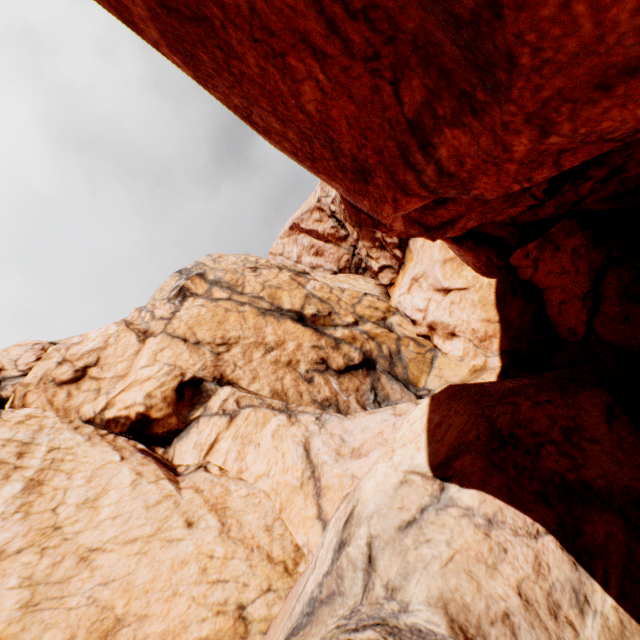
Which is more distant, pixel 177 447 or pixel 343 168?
pixel 177 447
